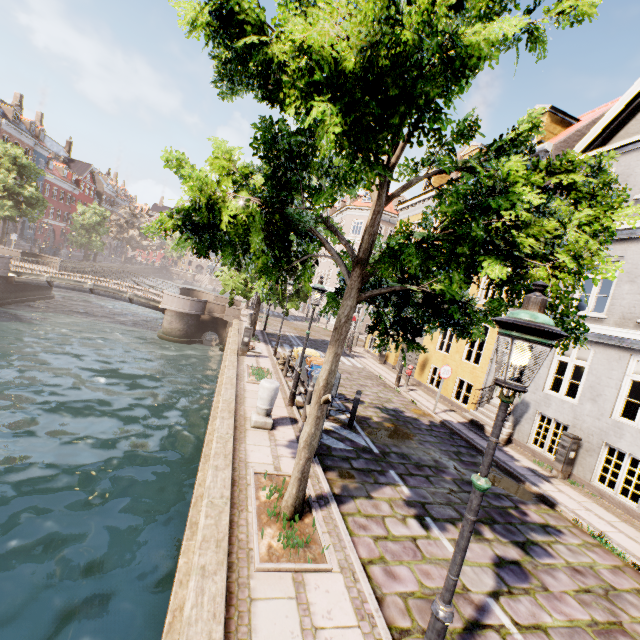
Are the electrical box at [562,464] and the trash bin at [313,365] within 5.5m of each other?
no

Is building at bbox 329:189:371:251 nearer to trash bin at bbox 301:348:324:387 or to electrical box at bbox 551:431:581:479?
trash bin at bbox 301:348:324:387

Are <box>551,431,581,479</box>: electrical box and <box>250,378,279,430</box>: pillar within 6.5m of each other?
no

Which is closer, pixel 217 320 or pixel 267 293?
pixel 267 293

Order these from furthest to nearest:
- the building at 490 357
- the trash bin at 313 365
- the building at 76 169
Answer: the building at 76 169 < the building at 490 357 < the trash bin at 313 365

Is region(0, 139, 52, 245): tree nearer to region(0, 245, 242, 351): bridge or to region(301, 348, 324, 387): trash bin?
region(0, 245, 242, 351): bridge

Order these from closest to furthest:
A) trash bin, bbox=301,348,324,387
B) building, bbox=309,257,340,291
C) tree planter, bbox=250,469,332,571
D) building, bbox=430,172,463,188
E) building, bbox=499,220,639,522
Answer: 1. tree planter, bbox=250,469,332,571
2. building, bbox=499,220,639,522
3. trash bin, bbox=301,348,324,387
4. building, bbox=430,172,463,188
5. building, bbox=309,257,340,291

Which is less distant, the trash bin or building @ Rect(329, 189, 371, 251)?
the trash bin
